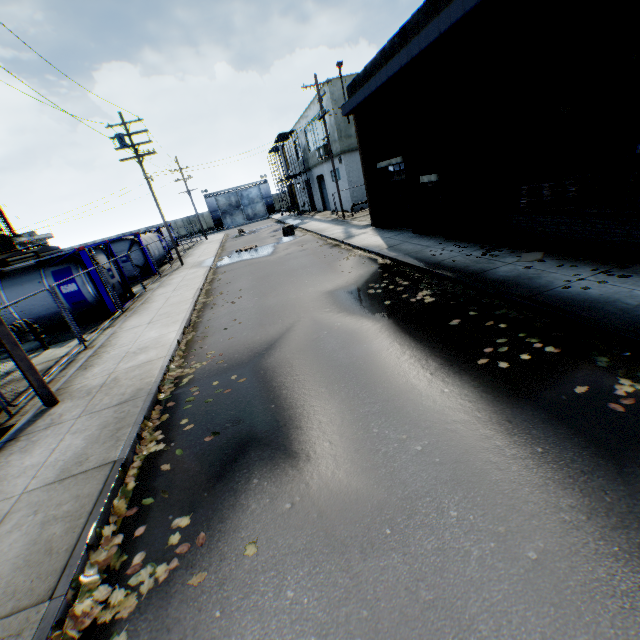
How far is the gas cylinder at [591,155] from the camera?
9.67m

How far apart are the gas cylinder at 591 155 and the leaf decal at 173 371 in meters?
12.2 m

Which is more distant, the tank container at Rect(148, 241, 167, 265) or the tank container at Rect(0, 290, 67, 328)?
the tank container at Rect(148, 241, 167, 265)

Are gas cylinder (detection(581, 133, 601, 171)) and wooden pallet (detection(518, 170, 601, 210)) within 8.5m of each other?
yes

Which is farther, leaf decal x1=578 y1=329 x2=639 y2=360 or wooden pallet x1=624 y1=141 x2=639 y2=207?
wooden pallet x1=624 y1=141 x2=639 y2=207

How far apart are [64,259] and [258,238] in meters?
18.3

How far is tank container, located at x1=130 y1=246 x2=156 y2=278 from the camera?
21.8 meters

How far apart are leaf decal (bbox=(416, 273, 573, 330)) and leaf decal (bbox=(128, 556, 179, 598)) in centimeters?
531cm
